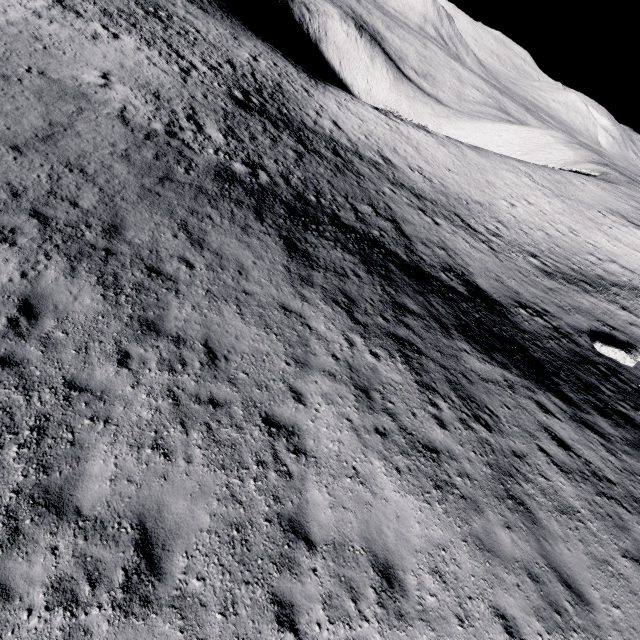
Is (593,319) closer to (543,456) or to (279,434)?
(543,456)
